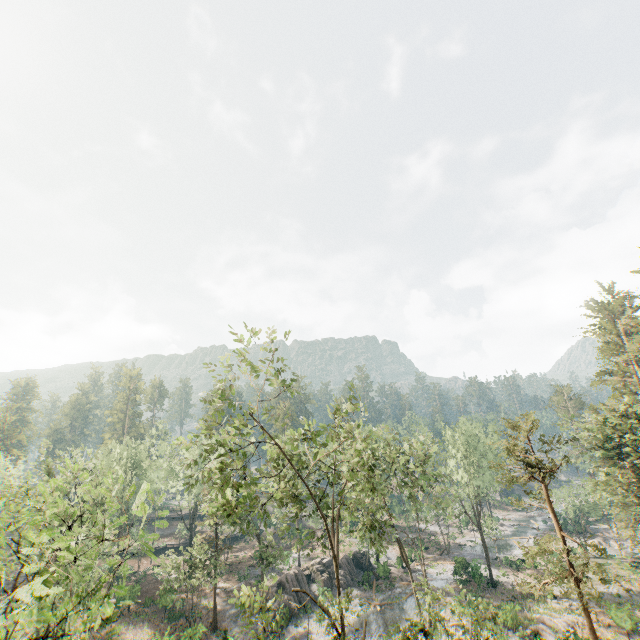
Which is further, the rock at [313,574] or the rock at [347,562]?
the rock at [347,562]

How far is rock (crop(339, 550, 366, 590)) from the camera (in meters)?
41.78

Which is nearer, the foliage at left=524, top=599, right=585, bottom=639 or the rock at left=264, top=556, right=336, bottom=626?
the foliage at left=524, top=599, right=585, bottom=639

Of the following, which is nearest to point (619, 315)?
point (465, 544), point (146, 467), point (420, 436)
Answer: point (420, 436)

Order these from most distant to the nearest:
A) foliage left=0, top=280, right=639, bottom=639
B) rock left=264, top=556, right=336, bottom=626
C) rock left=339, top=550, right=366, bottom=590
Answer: rock left=339, top=550, right=366, bottom=590 → rock left=264, top=556, right=336, bottom=626 → foliage left=0, top=280, right=639, bottom=639

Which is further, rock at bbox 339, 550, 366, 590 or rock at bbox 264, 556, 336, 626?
rock at bbox 339, 550, 366, 590

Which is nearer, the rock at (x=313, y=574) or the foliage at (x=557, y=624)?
the foliage at (x=557, y=624)
